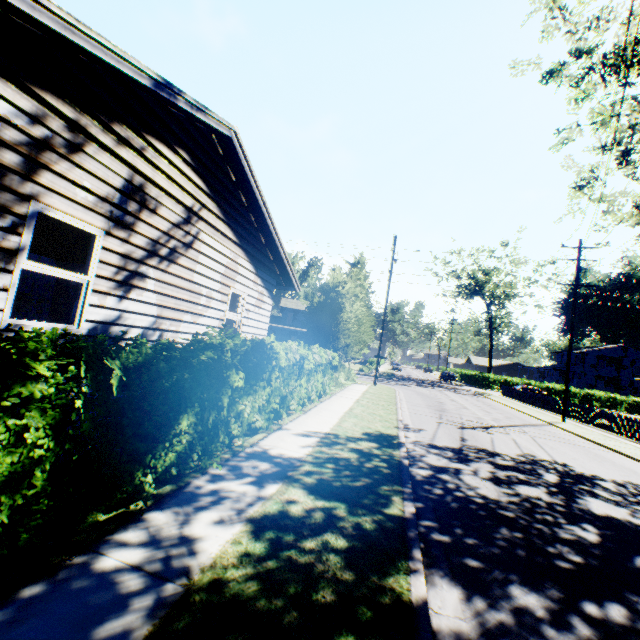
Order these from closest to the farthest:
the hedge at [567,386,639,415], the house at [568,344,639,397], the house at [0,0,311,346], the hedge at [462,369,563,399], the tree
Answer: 1. the house at [0,0,311,346]
2. the tree
3. the hedge at [567,386,639,415]
4. the hedge at [462,369,563,399]
5. the house at [568,344,639,397]

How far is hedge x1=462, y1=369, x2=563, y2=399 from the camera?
45.91m

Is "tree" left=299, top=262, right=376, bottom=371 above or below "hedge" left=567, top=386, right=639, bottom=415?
above

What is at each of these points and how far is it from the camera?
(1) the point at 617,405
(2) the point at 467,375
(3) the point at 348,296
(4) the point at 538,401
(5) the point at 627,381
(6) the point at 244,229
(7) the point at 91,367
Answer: (1) hedge, 44.12m
(2) hedge, 55.88m
(3) tree, 16.53m
(4) fence, 28.55m
(5) house, 54.09m
(6) house, 9.10m
(7) hedge, 3.58m

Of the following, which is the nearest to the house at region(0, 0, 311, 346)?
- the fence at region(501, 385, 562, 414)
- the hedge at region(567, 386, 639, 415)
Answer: the fence at region(501, 385, 562, 414)

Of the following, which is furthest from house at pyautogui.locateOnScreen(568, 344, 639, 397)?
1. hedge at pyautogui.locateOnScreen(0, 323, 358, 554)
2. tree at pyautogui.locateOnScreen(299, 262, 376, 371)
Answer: tree at pyautogui.locateOnScreen(299, 262, 376, 371)

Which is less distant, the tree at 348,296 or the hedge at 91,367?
the hedge at 91,367

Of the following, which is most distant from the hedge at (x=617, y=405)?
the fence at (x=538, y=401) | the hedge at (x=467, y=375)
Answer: the fence at (x=538, y=401)
